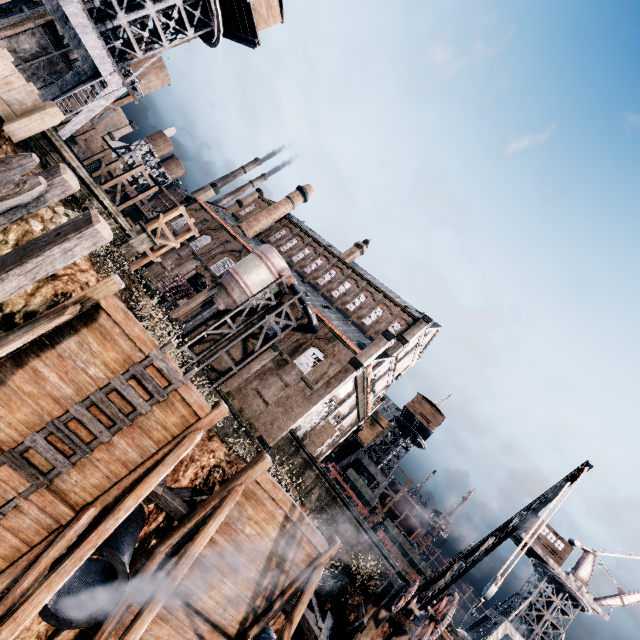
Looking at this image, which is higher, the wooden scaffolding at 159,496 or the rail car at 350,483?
the rail car at 350,483

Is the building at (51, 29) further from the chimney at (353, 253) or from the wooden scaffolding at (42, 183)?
the chimney at (353, 253)

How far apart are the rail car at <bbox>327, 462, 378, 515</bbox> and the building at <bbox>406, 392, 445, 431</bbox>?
12.8m

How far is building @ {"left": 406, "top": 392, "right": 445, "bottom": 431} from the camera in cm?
4666

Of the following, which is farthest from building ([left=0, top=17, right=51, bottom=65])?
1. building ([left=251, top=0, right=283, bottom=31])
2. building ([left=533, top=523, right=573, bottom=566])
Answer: building ([left=533, top=523, right=573, bottom=566])

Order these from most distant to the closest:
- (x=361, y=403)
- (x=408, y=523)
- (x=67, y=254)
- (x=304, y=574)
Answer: (x=408, y=523)
(x=361, y=403)
(x=304, y=574)
(x=67, y=254)

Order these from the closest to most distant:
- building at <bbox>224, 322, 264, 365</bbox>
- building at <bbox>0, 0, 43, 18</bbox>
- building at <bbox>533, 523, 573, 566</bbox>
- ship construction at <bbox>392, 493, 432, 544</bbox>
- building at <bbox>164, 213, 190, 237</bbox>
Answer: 1. building at <bbox>0, 0, 43, 18</bbox>
2. building at <bbox>224, 322, 264, 365</bbox>
3. building at <bbox>533, 523, 573, 566</bbox>
4. building at <bbox>164, 213, 190, 237</bbox>
5. ship construction at <bbox>392, 493, 432, 544</bbox>

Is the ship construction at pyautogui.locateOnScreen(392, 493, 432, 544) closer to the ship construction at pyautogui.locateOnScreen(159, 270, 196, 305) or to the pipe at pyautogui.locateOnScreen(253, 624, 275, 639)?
the ship construction at pyautogui.locateOnScreen(159, 270, 196, 305)
